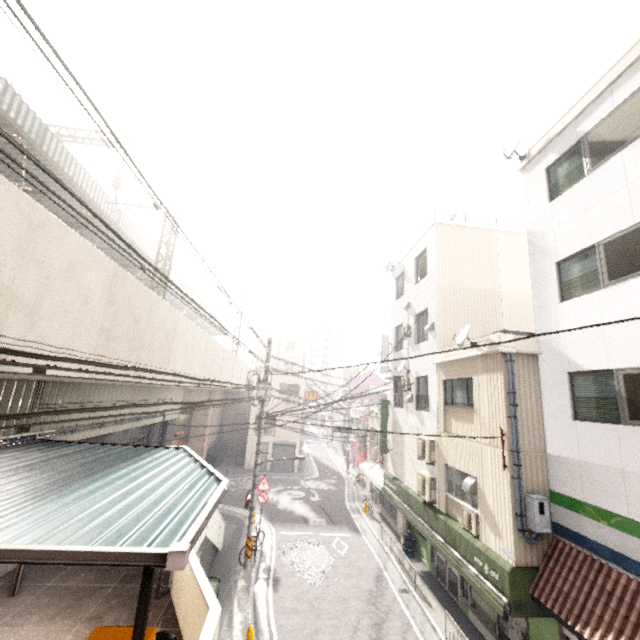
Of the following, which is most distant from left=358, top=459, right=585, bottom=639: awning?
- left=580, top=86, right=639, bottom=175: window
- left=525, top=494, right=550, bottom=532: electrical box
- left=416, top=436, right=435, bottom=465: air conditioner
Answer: left=580, top=86, right=639, bottom=175: window

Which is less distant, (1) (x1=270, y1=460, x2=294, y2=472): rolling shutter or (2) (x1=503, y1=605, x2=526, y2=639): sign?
(2) (x1=503, y1=605, x2=526, y2=639): sign

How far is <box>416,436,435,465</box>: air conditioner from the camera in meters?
12.2

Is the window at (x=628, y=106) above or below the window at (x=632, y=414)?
above

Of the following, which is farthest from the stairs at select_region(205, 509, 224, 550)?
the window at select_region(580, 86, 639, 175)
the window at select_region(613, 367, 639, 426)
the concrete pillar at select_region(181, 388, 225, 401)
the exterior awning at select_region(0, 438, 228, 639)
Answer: the window at select_region(580, 86, 639, 175)

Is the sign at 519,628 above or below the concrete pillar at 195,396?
below

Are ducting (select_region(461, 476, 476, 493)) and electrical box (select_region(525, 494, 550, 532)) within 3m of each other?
yes

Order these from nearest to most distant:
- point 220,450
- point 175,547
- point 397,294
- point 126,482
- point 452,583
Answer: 1. point 175,547
2. point 126,482
3. point 452,583
4. point 397,294
5. point 220,450
